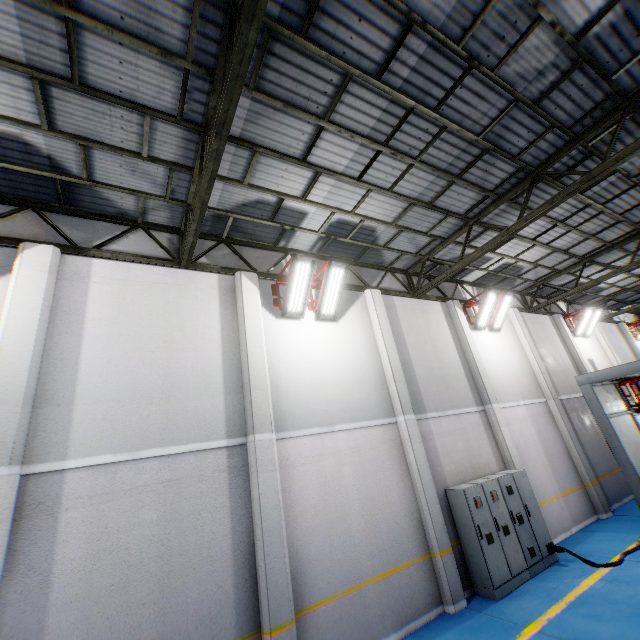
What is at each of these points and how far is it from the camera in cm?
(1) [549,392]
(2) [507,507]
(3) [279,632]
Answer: (1) cement column, 1252
(2) cabinet, 830
(3) cement column, 526

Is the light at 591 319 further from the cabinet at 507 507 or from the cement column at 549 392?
the cabinet at 507 507

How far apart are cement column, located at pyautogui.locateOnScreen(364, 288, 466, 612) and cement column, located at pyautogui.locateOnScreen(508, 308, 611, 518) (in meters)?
7.25

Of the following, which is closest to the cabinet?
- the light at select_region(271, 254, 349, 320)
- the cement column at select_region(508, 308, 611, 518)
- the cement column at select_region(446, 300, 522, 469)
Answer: the cement column at select_region(446, 300, 522, 469)

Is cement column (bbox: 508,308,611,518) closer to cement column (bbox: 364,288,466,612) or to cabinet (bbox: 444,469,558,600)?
cabinet (bbox: 444,469,558,600)

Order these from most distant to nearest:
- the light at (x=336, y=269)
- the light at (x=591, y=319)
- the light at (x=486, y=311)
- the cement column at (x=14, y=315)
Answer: the light at (x=591, y=319) < the light at (x=486, y=311) < the light at (x=336, y=269) < the cement column at (x=14, y=315)

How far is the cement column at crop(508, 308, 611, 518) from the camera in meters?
11.1

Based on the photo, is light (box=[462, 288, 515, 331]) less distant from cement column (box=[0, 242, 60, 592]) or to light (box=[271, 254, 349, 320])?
light (box=[271, 254, 349, 320])
